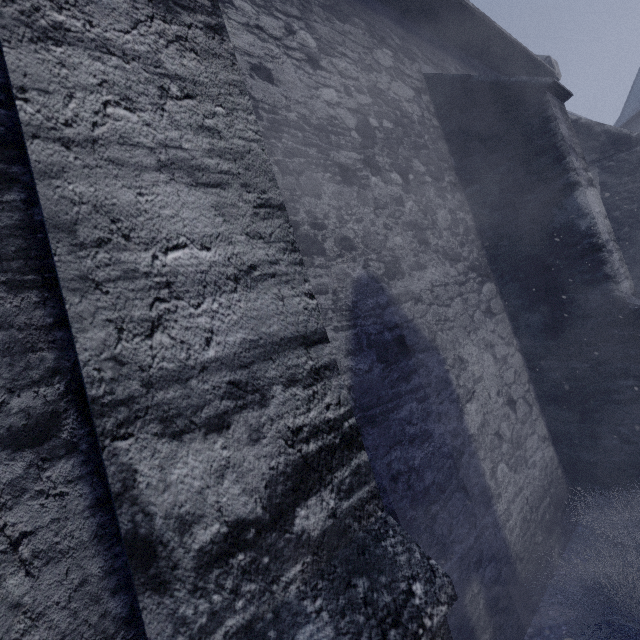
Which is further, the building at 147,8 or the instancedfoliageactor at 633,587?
the instancedfoliageactor at 633,587

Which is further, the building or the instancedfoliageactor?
the instancedfoliageactor

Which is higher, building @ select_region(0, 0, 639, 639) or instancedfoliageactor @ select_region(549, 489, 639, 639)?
building @ select_region(0, 0, 639, 639)

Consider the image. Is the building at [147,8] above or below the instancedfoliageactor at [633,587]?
above

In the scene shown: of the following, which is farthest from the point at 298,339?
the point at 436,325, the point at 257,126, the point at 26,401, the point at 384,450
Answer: the point at 436,325
